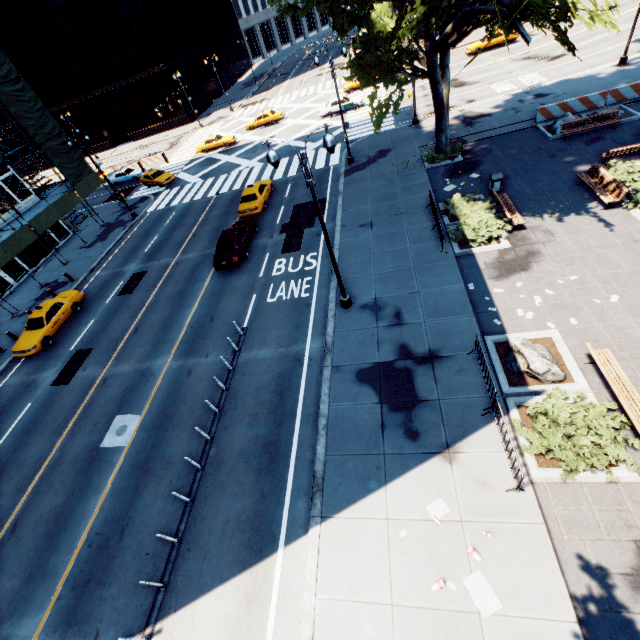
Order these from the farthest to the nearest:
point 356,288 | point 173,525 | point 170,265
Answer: point 170,265 < point 356,288 < point 173,525

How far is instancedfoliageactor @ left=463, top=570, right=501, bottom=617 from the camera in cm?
705

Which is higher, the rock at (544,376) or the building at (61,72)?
the building at (61,72)

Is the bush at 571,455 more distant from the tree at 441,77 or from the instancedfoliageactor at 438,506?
the tree at 441,77

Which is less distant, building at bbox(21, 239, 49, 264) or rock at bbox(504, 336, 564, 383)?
rock at bbox(504, 336, 564, 383)

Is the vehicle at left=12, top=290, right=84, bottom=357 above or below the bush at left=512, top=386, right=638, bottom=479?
above

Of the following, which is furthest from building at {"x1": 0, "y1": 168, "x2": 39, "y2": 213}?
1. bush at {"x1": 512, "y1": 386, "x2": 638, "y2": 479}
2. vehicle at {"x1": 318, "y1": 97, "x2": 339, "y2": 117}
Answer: bush at {"x1": 512, "y1": 386, "x2": 638, "y2": 479}

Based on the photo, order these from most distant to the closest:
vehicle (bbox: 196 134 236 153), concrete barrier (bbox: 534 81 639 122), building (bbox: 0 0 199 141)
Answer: building (bbox: 0 0 199 141) < vehicle (bbox: 196 134 236 153) < concrete barrier (bbox: 534 81 639 122)
